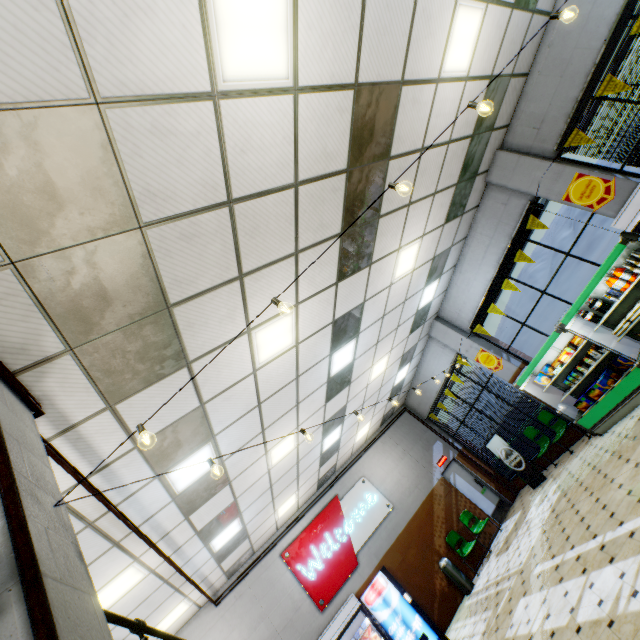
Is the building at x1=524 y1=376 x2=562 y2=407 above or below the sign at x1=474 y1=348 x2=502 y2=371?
below

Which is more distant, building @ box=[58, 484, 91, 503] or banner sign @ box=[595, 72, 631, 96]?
banner sign @ box=[595, 72, 631, 96]

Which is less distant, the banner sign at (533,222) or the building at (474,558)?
the banner sign at (533,222)

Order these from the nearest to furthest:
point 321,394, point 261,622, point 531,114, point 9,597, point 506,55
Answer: point 9,597 < point 506,55 < point 531,114 < point 321,394 < point 261,622

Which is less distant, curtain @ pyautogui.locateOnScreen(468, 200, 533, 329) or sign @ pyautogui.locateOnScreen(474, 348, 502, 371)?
curtain @ pyautogui.locateOnScreen(468, 200, 533, 329)

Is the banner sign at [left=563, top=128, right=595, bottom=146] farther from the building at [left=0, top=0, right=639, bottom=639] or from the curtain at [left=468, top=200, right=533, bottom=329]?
the curtain at [left=468, top=200, right=533, bottom=329]

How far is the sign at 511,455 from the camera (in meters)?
9.76

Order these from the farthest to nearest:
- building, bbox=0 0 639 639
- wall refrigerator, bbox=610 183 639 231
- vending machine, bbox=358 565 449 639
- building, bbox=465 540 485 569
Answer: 1. building, bbox=465 540 485 569
2. vending machine, bbox=358 565 449 639
3. wall refrigerator, bbox=610 183 639 231
4. building, bbox=0 0 639 639
